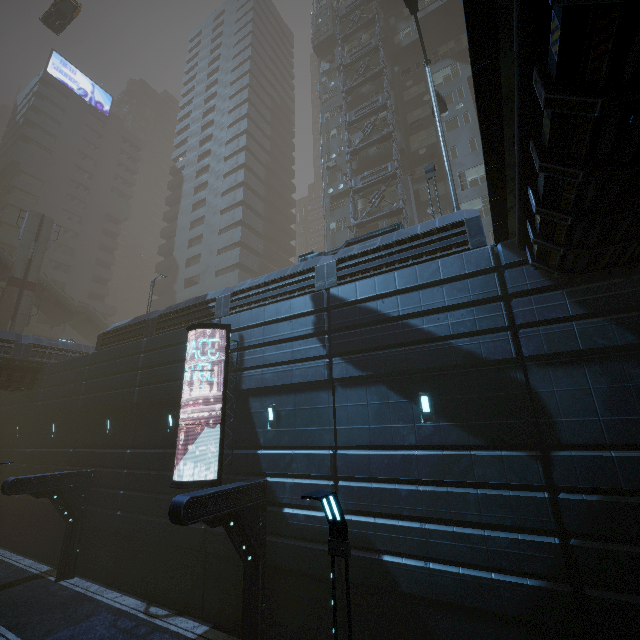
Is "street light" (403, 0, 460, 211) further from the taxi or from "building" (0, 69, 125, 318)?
"building" (0, 69, 125, 318)

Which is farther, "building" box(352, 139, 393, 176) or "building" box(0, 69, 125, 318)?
"building" box(0, 69, 125, 318)

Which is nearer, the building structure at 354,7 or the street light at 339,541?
the street light at 339,541

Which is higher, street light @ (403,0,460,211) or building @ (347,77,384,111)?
building @ (347,77,384,111)

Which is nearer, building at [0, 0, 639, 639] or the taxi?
building at [0, 0, 639, 639]

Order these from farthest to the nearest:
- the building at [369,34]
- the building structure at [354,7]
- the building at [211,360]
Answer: the building at [369,34], the building structure at [354,7], the building at [211,360]

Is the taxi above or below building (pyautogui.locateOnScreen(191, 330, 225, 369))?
above

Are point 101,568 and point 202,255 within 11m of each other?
no
